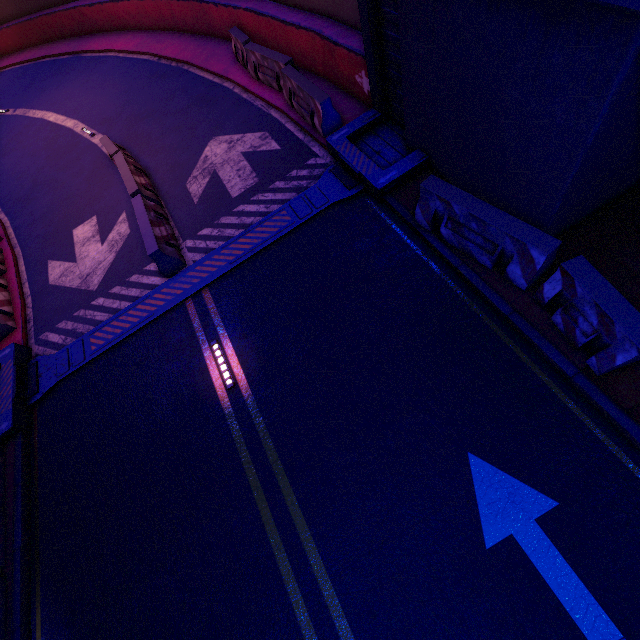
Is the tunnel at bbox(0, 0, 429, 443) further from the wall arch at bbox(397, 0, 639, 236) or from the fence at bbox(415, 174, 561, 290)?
the fence at bbox(415, 174, 561, 290)

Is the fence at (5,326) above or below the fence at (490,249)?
below

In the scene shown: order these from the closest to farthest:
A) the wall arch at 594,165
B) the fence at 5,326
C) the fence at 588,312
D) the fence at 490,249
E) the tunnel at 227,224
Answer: the wall arch at 594,165
the fence at 588,312
the fence at 490,249
the tunnel at 227,224
the fence at 5,326

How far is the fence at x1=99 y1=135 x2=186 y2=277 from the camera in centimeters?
791cm

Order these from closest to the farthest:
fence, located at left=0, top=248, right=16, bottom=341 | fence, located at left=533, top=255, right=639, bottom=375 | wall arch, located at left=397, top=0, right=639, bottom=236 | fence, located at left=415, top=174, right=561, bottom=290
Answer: wall arch, located at left=397, top=0, right=639, bottom=236 < fence, located at left=533, top=255, right=639, bottom=375 < fence, located at left=415, top=174, right=561, bottom=290 < fence, located at left=0, top=248, right=16, bottom=341

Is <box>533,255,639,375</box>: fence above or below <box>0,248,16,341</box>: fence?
above

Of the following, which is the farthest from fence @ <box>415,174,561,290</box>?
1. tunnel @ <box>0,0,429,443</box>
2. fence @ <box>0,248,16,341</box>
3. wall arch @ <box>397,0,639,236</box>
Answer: fence @ <box>0,248,16,341</box>

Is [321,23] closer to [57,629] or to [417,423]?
[417,423]
